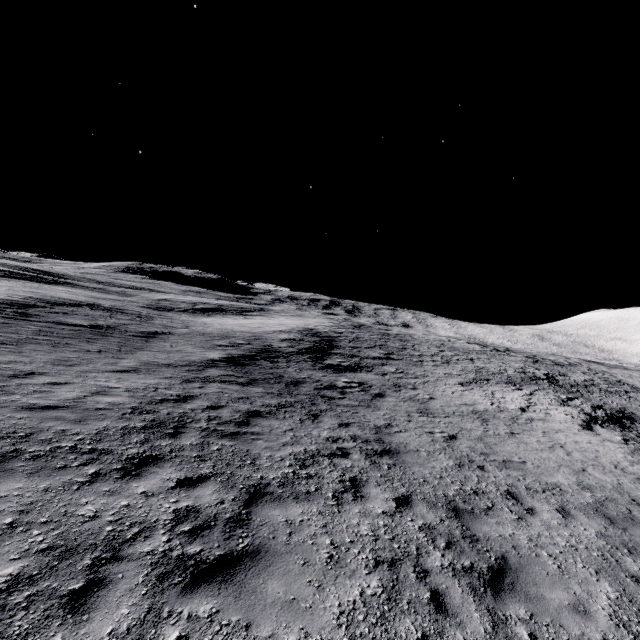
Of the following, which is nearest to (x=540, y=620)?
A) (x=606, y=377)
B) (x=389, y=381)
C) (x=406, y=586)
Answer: (x=406, y=586)
